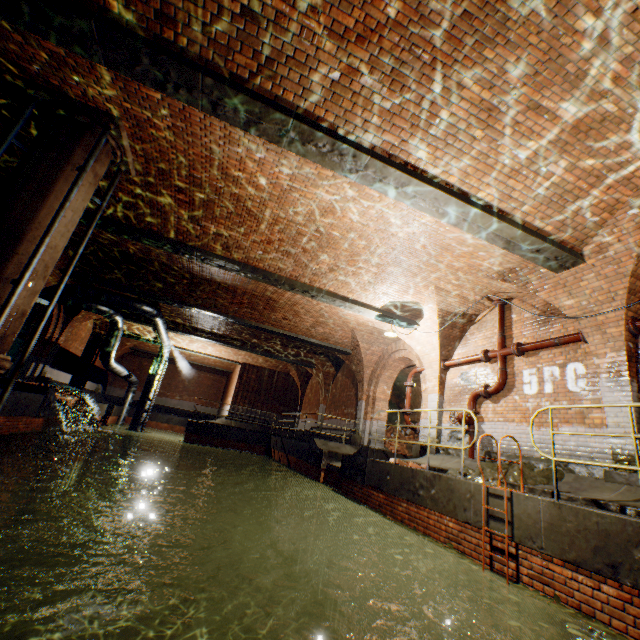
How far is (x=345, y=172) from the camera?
5.21m

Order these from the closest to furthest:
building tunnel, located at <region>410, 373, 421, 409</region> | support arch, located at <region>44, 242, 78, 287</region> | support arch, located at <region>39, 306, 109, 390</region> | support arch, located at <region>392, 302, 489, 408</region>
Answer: support arch, located at <region>392, 302, 489, 408</region>
support arch, located at <region>44, 242, 78, 287</region>
support arch, located at <region>39, 306, 109, 390</region>
building tunnel, located at <region>410, 373, 421, 409</region>

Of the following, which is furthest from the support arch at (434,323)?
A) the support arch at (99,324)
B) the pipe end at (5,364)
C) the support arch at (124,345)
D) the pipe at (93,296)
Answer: the support arch at (124,345)

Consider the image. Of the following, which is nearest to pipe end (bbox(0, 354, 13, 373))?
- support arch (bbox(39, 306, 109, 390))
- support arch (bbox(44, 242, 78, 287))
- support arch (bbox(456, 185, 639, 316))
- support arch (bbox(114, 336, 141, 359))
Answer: support arch (bbox(44, 242, 78, 287))

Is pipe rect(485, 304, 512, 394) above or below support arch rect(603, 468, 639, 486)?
above

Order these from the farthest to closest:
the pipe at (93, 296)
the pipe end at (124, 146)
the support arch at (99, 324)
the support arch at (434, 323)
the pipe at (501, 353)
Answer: the support arch at (99, 324) → the pipe at (93, 296) → the support arch at (434, 323) → the pipe at (501, 353) → the pipe end at (124, 146)

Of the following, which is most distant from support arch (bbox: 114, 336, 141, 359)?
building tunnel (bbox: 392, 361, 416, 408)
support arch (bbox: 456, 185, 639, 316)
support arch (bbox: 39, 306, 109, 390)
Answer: support arch (bbox: 456, 185, 639, 316)

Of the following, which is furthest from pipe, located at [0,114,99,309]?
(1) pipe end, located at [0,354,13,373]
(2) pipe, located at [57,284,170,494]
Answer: (2) pipe, located at [57,284,170,494]
